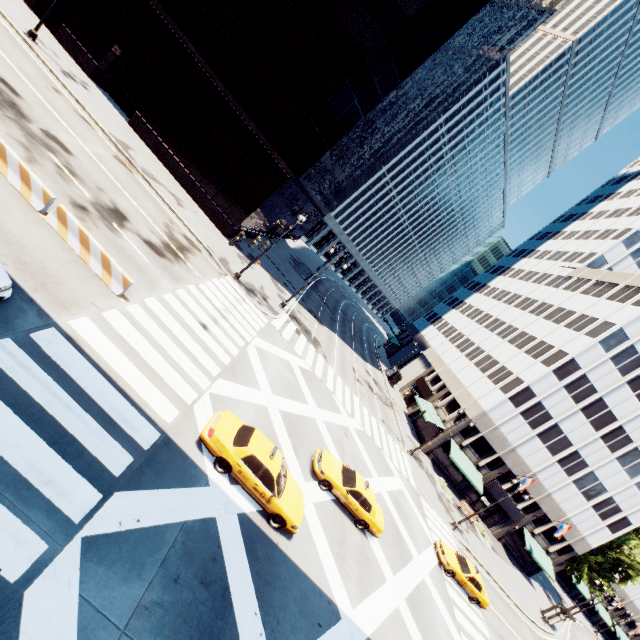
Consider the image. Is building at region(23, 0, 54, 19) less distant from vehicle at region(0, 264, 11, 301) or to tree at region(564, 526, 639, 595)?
vehicle at region(0, 264, 11, 301)

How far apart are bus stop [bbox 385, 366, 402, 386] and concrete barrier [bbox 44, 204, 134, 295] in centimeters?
4485cm

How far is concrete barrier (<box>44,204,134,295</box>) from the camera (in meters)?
12.56

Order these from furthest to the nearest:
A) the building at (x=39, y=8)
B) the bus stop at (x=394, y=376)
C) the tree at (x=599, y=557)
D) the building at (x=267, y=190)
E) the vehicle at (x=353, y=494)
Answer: the bus stop at (x=394, y=376), the tree at (x=599, y=557), the building at (x=39, y=8), the building at (x=267, y=190), the vehicle at (x=353, y=494)

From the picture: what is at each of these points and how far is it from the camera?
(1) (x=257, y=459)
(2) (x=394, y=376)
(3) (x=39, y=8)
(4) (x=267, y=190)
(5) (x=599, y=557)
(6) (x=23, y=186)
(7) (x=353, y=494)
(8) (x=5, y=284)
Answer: (1) vehicle, 11.5 meters
(2) bus stop, 53.4 meters
(3) building, 26.6 meters
(4) building, 28.6 meters
(5) tree, 41.9 meters
(6) concrete barrier, 12.4 meters
(7) vehicle, 16.2 meters
(8) vehicle, 8.7 meters

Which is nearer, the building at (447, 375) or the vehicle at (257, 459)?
the vehicle at (257, 459)

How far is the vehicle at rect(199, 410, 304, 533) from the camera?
11.3m

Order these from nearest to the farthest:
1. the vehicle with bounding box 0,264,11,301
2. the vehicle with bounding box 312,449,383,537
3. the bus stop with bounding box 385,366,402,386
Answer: the vehicle with bounding box 0,264,11,301 < the vehicle with bounding box 312,449,383,537 < the bus stop with bounding box 385,366,402,386
